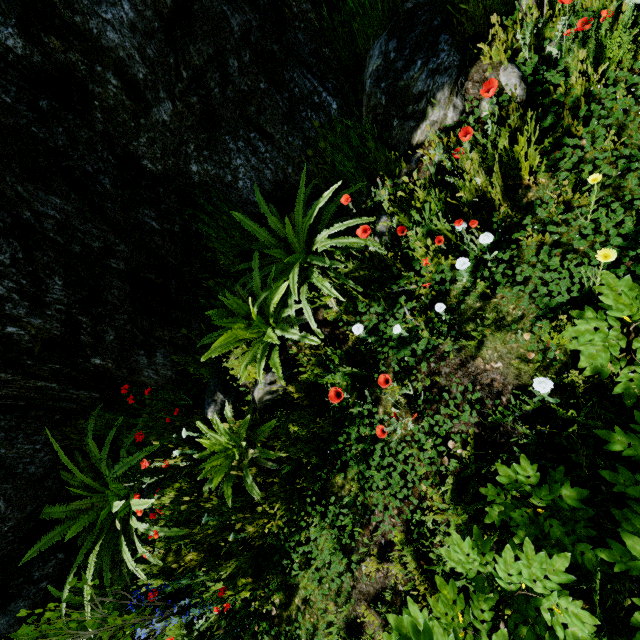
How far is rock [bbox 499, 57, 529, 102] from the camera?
2.4 meters

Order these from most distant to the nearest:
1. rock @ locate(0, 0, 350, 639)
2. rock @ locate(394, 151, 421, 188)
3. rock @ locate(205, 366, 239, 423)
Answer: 1. rock @ locate(205, 366, 239, 423)
2. rock @ locate(394, 151, 421, 188)
3. rock @ locate(0, 0, 350, 639)

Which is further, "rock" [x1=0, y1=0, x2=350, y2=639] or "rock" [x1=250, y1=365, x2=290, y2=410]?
"rock" [x1=250, y1=365, x2=290, y2=410]

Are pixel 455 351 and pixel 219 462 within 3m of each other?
yes

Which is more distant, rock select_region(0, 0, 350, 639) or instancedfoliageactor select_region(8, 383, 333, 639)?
instancedfoliageactor select_region(8, 383, 333, 639)

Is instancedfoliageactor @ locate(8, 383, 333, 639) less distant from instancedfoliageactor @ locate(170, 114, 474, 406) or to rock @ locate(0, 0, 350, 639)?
rock @ locate(0, 0, 350, 639)

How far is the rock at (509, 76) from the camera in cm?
237
